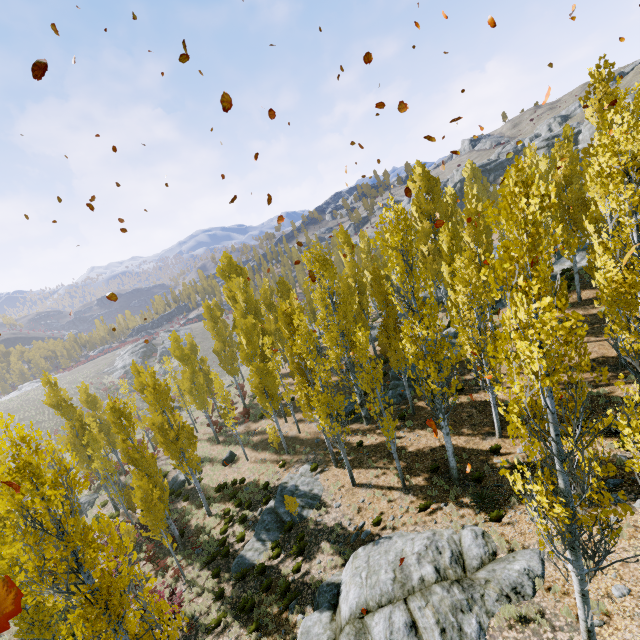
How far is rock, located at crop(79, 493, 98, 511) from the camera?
29.31m

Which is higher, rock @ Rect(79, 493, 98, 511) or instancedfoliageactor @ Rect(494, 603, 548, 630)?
instancedfoliageactor @ Rect(494, 603, 548, 630)

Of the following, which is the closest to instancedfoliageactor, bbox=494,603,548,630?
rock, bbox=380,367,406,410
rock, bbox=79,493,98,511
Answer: rock, bbox=380,367,406,410

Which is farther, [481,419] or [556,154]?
[556,154]

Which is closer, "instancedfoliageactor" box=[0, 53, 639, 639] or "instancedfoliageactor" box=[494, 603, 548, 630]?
"instancedfoliageactor" box=[0, 53, 639, 639]

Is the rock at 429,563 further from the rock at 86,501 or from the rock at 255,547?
the rock at 86,501

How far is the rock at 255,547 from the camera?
16.2 meters

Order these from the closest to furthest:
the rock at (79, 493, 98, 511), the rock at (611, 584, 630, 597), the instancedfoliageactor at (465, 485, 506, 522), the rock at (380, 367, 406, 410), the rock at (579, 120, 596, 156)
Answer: the rock at (611, 584, 630, 597) → the instancedfoliageactor at (465, 485, 506, 522) → the rock at (380, 367, 406, 410) → the rock at (79, 493, 98, 511) → the rock at (579, 120, 596, 156)
